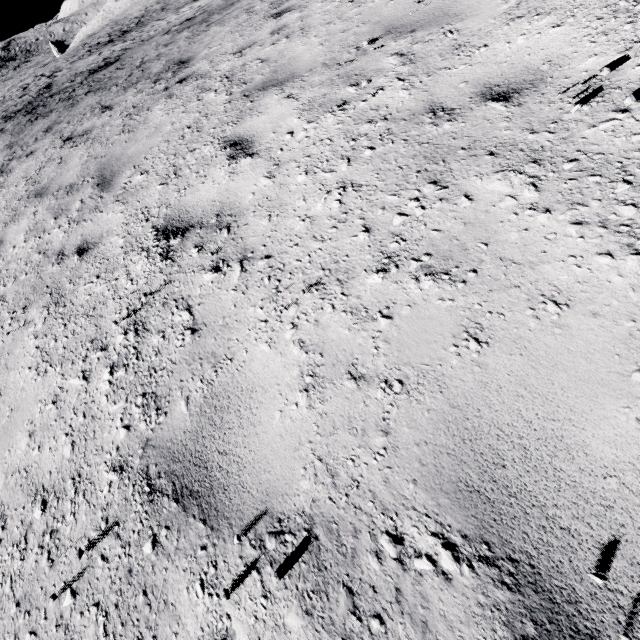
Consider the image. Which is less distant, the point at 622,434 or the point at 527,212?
the point at 622,434
